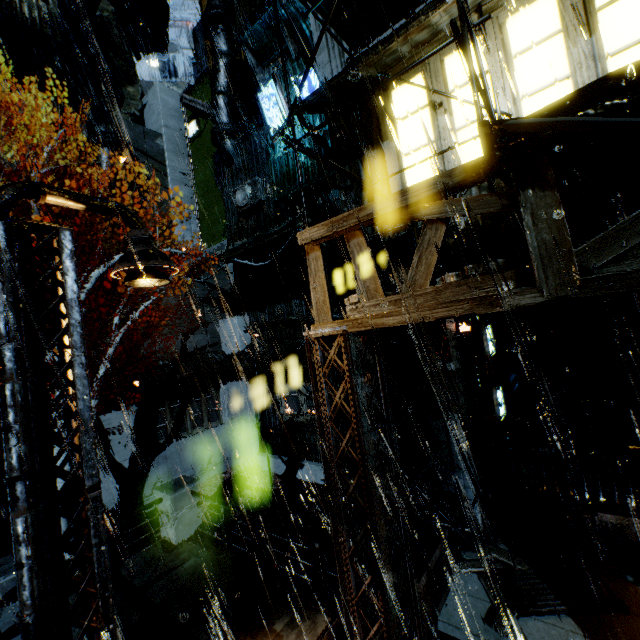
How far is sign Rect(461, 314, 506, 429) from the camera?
8.55m

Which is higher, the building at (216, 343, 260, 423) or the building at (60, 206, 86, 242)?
the building at (60, 206, 86, 242)

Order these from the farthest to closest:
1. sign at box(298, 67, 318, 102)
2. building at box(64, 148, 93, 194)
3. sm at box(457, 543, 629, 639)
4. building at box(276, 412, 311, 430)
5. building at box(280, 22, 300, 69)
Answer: building at box(64, 148, 93, 194) → building at box(276, 412, 311, 430) → building at box(280, 22, 300, 69) → sign at box(298, 67, 318, 102) → sm at box(457, 543, 629, 639)

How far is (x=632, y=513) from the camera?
7.03m

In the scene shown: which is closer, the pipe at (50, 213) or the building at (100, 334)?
the building at (100, 334)

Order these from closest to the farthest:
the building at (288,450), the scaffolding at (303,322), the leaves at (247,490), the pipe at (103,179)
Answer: the scaffolding at (303,322) < the leaves at (247,490) < the building at (288,450) < the pipe at (103,179)

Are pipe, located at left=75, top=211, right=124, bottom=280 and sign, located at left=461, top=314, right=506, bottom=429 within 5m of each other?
no

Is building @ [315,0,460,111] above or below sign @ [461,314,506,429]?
above
